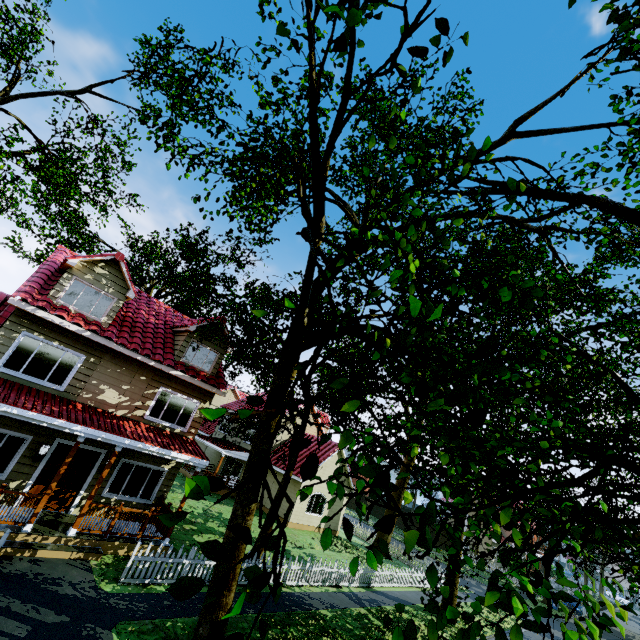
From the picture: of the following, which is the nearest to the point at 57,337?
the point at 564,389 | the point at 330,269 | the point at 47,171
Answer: the point at 330,269

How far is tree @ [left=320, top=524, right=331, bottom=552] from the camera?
2.7m

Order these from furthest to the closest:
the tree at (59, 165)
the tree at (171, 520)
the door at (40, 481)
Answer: Answer:
1. the tree at (59, 165)
2. the door at (40, 481)
3. the tree at (171, 520)

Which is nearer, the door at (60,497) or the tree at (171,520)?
the tree at (171,520)

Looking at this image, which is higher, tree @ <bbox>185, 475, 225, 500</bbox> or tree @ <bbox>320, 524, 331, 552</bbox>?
tree @ <bbox>185, 475, 225, 500</bbox>

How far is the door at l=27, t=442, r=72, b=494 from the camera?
10.9m

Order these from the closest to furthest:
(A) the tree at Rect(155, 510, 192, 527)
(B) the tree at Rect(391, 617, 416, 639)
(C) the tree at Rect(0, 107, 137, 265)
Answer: (A) the tree at Rect(155, 510, 192, 527)
(B) the tree at Rect(391, 617, 416, 639)
(C) the tree at Rect(0, 107, 137, 265)
